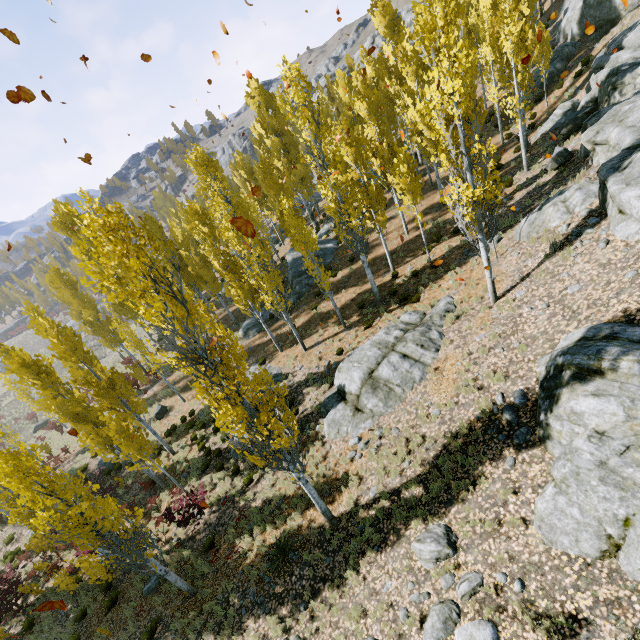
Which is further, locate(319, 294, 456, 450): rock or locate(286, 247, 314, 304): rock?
locate(286, 247, 314, 304): rock

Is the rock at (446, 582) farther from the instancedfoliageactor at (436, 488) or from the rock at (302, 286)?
the rock at (302, 286)

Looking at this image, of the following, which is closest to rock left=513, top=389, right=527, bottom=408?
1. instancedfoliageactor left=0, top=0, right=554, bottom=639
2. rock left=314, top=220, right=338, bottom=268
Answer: instancedfoliageactor left=0, top=0, right=554, bottom=639

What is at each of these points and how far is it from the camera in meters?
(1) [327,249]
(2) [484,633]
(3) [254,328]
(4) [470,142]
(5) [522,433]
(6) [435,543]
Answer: (1) rock, 28.8
(2) rock, 5.9
(3) rock, 25.8
(4) instancedfoliageactor, 10.1
(5) rock, 8.1
(6) rock, 7.7

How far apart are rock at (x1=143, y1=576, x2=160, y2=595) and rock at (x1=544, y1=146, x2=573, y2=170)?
26.9m

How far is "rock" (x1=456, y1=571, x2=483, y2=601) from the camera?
6.6m
